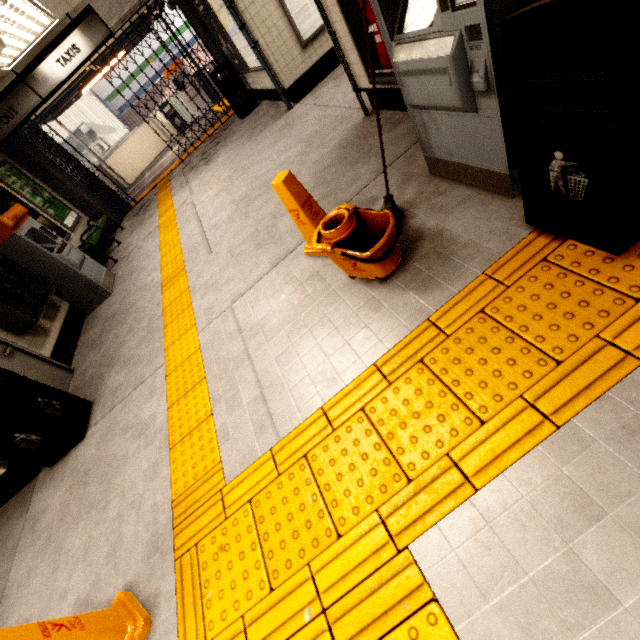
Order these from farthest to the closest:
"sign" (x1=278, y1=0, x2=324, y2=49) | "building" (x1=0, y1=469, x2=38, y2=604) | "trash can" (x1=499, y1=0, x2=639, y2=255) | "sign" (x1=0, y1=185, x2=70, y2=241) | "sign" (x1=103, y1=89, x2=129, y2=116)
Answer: "sign" (x1=103, y1=89, x2=129, y2=116) → "sign" (x1=0, y1=185, x2=70, y2=241) → "sign" (x1=278, y1=0, x2=324, y2=49) → "building" (x1=0, y1=469, x2=38, y2=604) → "trash can" (x1=499, y1=0, x2=639, y2=255)

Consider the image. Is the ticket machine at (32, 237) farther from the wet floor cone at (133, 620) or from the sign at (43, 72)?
the wet floor cone at (133, 620)

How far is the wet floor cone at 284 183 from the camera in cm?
267

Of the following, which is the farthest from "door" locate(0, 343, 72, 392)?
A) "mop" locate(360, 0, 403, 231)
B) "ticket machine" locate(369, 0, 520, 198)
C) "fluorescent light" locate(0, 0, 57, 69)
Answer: "ticket machine" locate(369, 0, 520, 198)

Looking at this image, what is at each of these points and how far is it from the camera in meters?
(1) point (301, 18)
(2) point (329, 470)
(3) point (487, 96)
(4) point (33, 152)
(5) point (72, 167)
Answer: (1) sign, 5.9
(2) groundtactileadastrip, 1.8
(3) ticket machine, 1.8
(4) concrete pillar, 8.3
(5) gate, 9.2

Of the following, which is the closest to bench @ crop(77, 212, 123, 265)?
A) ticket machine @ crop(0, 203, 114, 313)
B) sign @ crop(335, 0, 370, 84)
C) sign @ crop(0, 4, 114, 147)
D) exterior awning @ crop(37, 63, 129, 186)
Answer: ticket machine @ crop(0, 203, 114, 313)

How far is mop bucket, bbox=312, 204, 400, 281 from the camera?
2.2 meters

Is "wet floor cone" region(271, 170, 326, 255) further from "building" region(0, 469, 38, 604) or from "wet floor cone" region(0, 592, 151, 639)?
"building" region(0, 469, 38, 604)
